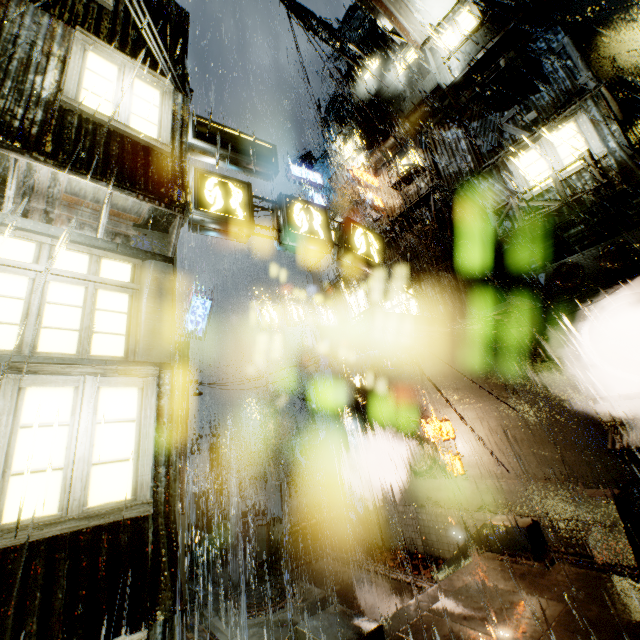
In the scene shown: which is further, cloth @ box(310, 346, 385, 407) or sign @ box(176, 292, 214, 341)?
sign @ box(176, 292, 214, 341)

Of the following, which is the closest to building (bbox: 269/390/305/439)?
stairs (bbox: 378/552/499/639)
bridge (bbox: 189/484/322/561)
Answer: bridge (bbox: 189/484/322/561)

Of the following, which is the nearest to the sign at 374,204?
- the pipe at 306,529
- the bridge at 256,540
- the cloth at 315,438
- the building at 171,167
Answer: the building at 171,167

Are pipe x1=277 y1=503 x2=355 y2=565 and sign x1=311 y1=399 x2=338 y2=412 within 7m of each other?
yes

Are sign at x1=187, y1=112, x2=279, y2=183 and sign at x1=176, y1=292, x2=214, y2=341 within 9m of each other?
no

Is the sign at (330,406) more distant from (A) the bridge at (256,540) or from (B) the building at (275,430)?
(A) the bridge at (256,540)

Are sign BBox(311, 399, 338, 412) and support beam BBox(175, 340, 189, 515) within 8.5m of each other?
yes

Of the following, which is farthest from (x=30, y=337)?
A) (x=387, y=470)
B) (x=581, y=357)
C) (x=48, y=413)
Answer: (x=387, y=470)
